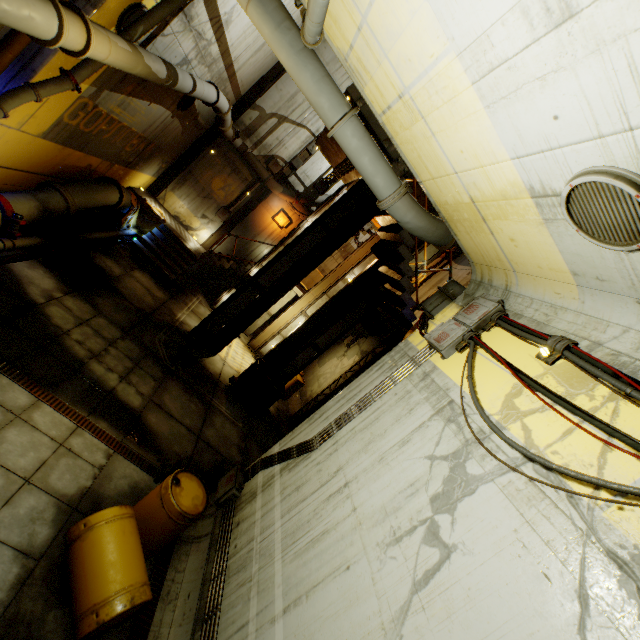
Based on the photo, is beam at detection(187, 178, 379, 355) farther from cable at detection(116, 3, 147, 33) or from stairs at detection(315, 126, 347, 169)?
cable at detection(116, 3, 147, 33)

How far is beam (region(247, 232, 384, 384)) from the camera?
11.65m

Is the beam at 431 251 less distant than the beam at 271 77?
Yes

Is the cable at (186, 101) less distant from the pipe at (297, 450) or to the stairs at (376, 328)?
the stairs at (376, 328)

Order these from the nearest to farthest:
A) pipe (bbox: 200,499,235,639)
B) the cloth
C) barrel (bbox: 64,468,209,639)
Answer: barrel (bbox: 64,468,209,639)
pipe (bbox: 200,499,235,639)
the cloth

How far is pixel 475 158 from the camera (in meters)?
3.73

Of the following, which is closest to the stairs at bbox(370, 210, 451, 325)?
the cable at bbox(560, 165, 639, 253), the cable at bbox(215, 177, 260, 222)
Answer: the cable at bbox(215, 177, 260, 222)

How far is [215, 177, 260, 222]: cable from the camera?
15.9 meters
